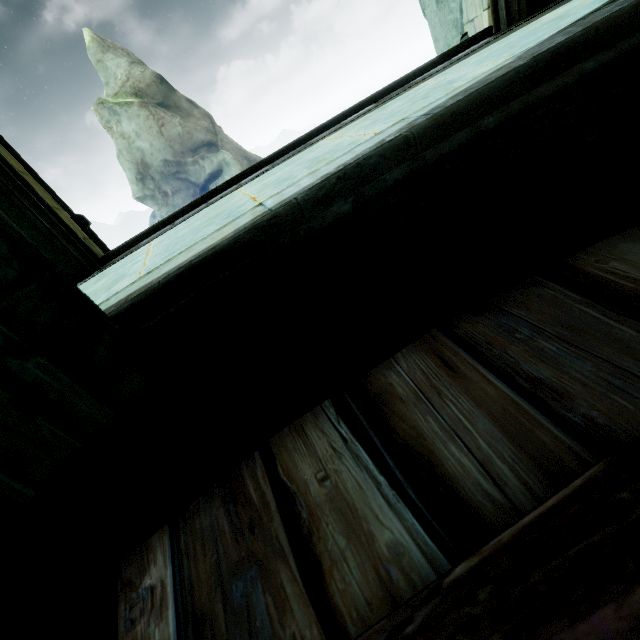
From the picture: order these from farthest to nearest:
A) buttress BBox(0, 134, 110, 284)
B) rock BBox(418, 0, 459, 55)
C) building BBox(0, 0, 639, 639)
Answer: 1. rock BBox(418, 0, 459, 55)
2. buttress BBox(0, 134, 110, 284)
3. building BBox(0, 0, 639, 639)

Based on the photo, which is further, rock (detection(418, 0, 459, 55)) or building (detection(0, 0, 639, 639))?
rock (detection(418, 0, 459, 55))

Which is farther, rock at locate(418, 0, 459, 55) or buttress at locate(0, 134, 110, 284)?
rock at locate(418, 0, 459, 55)

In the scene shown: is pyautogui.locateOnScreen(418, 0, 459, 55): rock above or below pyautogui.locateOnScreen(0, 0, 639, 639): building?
above

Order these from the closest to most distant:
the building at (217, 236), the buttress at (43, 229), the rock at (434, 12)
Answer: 1. the building at (217, 236)
2. the buttress at (43, 229)
3. the rock at (434, 12)

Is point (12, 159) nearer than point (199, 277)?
No

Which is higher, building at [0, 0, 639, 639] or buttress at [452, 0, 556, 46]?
buttress at [452, 0, 556, 46]

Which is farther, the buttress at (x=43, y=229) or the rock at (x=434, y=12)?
the rock at (x=434, y=12)
